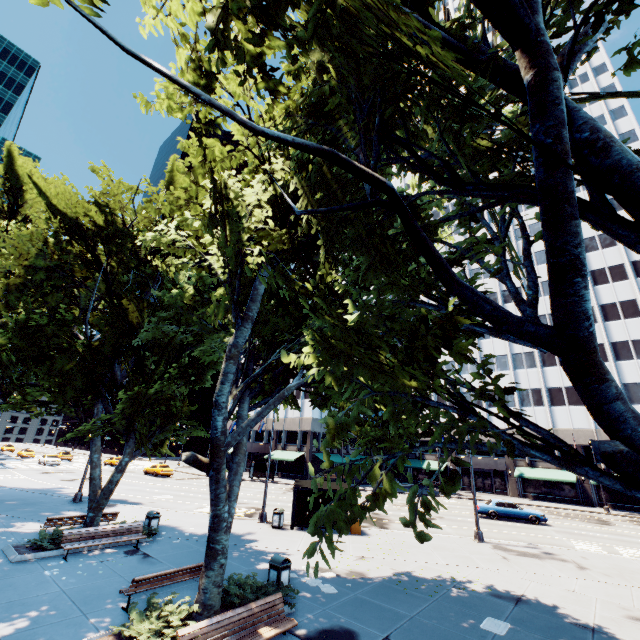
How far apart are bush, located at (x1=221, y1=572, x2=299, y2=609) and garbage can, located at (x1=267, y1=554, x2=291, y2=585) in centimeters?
67cm

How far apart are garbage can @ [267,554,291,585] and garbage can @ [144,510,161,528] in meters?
8.5 m

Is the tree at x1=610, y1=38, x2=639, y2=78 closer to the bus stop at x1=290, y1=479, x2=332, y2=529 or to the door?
the bus stop at x1=290, y1=479, x2=332, y2=529

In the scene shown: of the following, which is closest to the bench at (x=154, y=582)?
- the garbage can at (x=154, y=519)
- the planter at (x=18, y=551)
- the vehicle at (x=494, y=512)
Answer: the planter at (x=18, y=551)

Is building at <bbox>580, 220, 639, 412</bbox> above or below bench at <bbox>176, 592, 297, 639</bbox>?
above

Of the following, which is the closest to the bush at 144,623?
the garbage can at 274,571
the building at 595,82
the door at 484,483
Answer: the garbage can at 274,571

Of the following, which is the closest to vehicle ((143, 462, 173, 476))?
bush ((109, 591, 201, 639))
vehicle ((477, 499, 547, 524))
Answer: vehicle ((477, 499, 547, 524))

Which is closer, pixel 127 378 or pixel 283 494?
pixel 127 378
